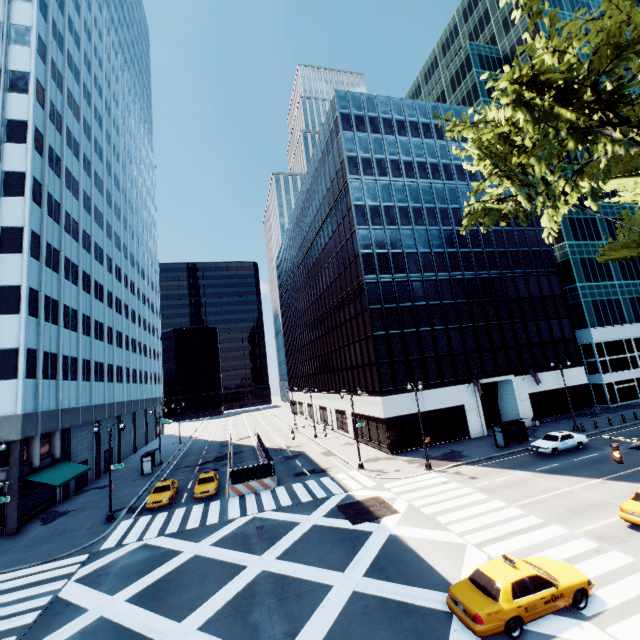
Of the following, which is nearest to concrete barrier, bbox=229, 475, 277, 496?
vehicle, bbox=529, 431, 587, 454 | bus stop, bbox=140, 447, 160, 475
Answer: bus stop, bbox=140, 447, 160, 475

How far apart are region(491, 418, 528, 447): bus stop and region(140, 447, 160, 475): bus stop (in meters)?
39.53

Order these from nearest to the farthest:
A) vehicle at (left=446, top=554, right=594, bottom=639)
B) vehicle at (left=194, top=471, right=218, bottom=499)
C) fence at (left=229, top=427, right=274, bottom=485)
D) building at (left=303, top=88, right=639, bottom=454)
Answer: vehicle at (left=446, top=554, right=594, bottom=639)
vehicle at (left=194, top=471, right=218, bottom=499)
fence at (left=229, top=427, right=274, bottom=485)
building at (left=303, top=88, right=639, bottom=454)

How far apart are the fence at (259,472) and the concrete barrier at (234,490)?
0.01m

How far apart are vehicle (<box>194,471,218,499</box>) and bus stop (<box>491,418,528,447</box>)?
26.7 meters

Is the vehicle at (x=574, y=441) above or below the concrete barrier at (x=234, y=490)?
above

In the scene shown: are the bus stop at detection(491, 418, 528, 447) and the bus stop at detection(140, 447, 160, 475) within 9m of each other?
no

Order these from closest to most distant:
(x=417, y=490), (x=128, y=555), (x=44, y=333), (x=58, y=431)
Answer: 1. (x=128, y=555)
2. (x=417, y=490)
3. (x=44, y=333)
4. (x=58, y=431)
